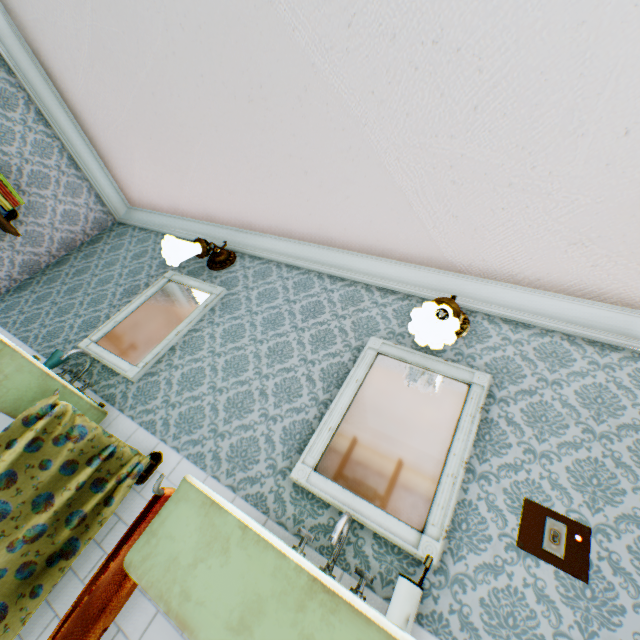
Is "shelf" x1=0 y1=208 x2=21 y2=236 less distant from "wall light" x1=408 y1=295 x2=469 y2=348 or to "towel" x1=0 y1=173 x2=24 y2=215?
"towel" x1=0 y1=173 x2=24 y2=215

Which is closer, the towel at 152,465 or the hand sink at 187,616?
the hand sink at 187,616

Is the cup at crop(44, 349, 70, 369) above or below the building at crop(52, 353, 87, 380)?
below

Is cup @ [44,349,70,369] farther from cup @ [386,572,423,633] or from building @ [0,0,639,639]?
cup @ [386,572,423,633]

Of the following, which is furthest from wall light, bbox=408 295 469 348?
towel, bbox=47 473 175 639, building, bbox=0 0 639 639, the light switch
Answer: towel, bbox=47 473 175 639

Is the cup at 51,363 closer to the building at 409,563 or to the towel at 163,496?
the building at 409,563

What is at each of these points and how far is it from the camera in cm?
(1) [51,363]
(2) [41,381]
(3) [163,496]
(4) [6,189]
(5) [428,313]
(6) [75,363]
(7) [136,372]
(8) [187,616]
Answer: (1) cup, 241
(2) hand sink, 176
(3) towel, 126
(4) towel, 302
(5) wall light, 192
(6) building, 260
(7) mirror, 236
(8) hand sink, 80

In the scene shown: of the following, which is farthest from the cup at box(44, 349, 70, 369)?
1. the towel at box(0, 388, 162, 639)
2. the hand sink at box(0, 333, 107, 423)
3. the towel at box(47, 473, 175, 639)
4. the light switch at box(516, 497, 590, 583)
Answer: the light switch at box(516, 497, 590, 583)
